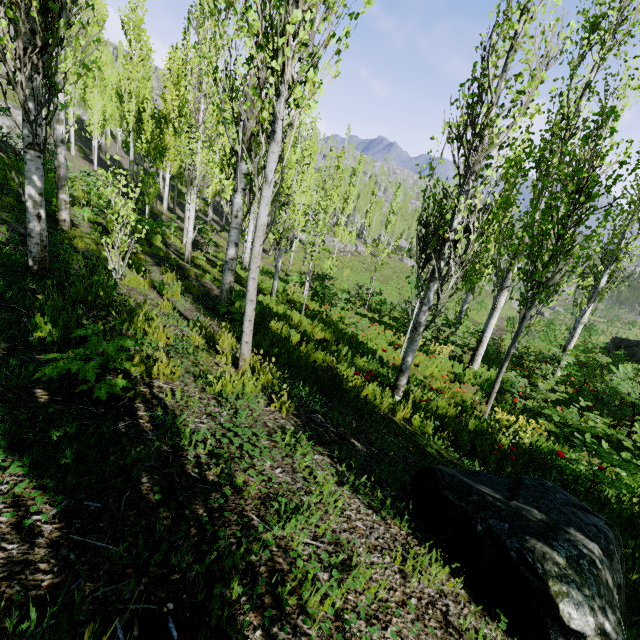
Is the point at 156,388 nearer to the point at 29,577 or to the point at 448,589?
the point at 29,577

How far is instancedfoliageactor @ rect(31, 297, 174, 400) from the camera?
2.2 meters

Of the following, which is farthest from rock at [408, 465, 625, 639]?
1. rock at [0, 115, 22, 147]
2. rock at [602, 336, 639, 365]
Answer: rock at [0, 115, 22, 147]

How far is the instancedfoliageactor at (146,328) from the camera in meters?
2.2

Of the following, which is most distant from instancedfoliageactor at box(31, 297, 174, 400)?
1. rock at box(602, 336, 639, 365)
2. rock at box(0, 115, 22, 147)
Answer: rock at box(602, 336, 639, 365)

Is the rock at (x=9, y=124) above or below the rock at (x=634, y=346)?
above

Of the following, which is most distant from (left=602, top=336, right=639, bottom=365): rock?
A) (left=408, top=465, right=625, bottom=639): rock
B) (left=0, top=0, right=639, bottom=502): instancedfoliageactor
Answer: (left=408, top=465, right=625, bottom=639): rock
